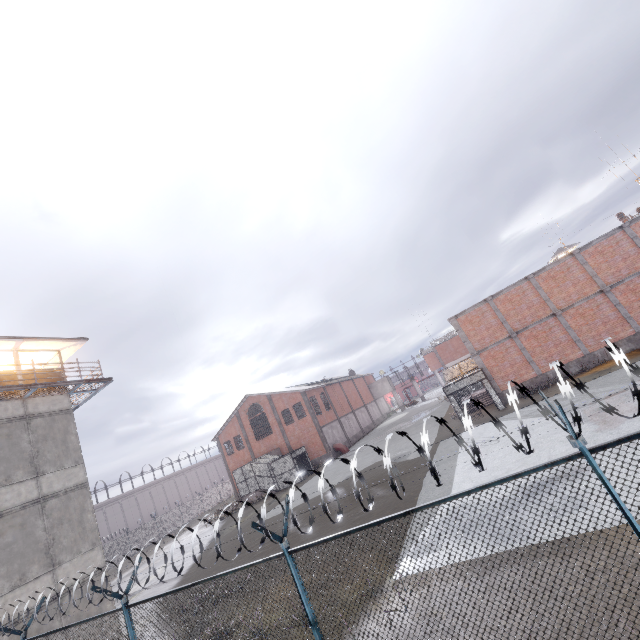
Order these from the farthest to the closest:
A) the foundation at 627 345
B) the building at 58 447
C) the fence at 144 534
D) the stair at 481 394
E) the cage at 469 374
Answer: the stair at 481 394 → the cage at 469 374 → the foundation at 627 345 → the building at 58 447 → the fence at 144 534

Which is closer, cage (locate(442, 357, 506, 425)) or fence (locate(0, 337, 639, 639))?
fence (locate(0, 337, 639, 639))

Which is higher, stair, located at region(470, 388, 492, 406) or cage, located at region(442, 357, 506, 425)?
cage, located at region(442, 357, 506, 425)

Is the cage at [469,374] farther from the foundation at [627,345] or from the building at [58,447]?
the building at [58,447]

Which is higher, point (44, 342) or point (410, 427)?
point (44, 342)

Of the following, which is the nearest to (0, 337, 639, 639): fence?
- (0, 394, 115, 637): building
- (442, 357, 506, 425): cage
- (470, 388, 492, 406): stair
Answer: (0, 394, 115, 637): building

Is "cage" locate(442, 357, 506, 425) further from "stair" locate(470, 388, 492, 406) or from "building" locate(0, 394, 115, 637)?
"building" locate(0, 394, 115, 637)

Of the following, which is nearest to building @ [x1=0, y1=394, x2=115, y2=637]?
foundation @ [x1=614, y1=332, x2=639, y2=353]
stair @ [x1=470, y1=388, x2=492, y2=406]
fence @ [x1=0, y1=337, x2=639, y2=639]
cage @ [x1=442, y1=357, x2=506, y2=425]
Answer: fence @ [x1=0, y1=337, x2=639, y2=639]
